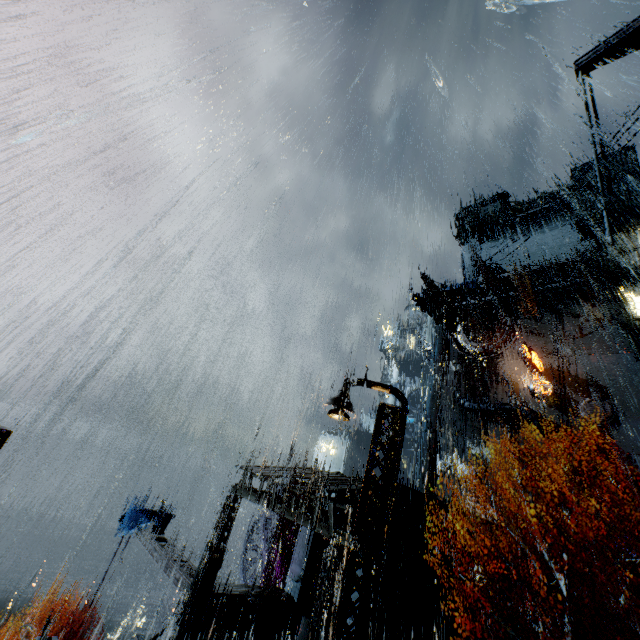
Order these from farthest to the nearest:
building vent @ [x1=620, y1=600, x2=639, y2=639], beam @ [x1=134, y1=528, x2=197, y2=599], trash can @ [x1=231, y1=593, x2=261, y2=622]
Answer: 1. building vent @ [x1=620, y1=600, x2=639, y2=639]
2. beam @ [x1=134, y1=528, x2=197, y2=599]
3. trash can @ [x1=231, y1=593, x2=261, y2=622]

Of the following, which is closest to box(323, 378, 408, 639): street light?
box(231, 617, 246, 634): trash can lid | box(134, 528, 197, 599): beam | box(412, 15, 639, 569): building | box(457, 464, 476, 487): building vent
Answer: box(412, 15, 639, 569): building

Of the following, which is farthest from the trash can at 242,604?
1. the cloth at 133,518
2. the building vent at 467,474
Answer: the building vent at 467,474

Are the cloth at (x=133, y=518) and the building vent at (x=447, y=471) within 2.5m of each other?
no

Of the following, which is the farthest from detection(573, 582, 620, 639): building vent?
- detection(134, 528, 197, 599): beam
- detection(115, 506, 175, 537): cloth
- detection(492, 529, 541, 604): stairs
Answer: detection(115, 506, 175, 537): cloth

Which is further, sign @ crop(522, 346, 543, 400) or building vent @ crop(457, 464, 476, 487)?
building vent @ crop(457, 464, 476, 487)

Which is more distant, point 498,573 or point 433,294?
point 433,294

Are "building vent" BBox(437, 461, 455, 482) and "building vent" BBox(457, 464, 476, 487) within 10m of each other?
yes
